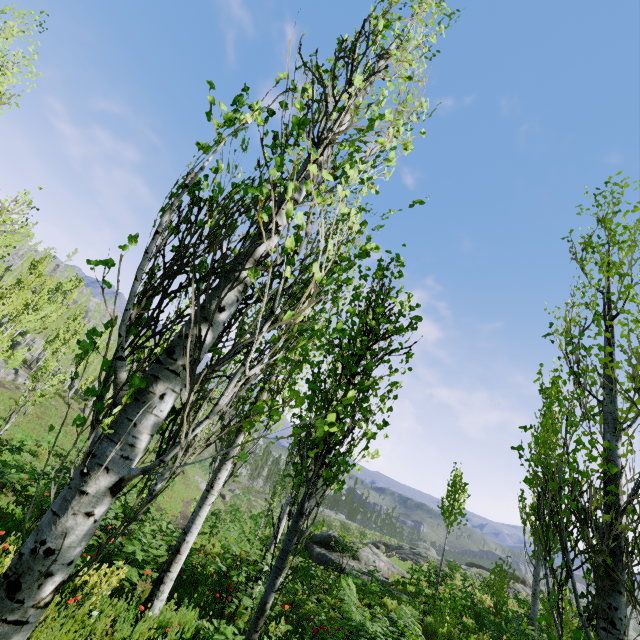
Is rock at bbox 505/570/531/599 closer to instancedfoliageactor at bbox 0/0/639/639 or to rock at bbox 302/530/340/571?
instancedfoliageactor at bbox 0/0/639/639

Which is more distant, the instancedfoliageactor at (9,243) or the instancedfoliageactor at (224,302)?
the instancedfoliageactor at (9,243)

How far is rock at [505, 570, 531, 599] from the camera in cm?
2731

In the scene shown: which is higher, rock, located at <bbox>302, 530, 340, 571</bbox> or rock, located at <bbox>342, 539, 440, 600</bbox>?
rock, located at <bbox>342, 539, 440, 600</bbox>

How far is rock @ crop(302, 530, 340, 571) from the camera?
17.52m

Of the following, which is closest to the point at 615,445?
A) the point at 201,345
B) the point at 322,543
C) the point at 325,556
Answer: the point at 201,345

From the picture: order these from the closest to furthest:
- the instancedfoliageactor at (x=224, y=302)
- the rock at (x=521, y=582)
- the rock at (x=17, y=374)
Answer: the instancedfoliageactor at (x=224, y=302) < the rock at (x=521, y=582) < the rock at (x=17, y=374)

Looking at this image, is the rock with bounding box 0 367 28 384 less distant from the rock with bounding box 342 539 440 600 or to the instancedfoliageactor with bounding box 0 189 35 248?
the instancedfoliageactor with bounding box 0 189 35 248
